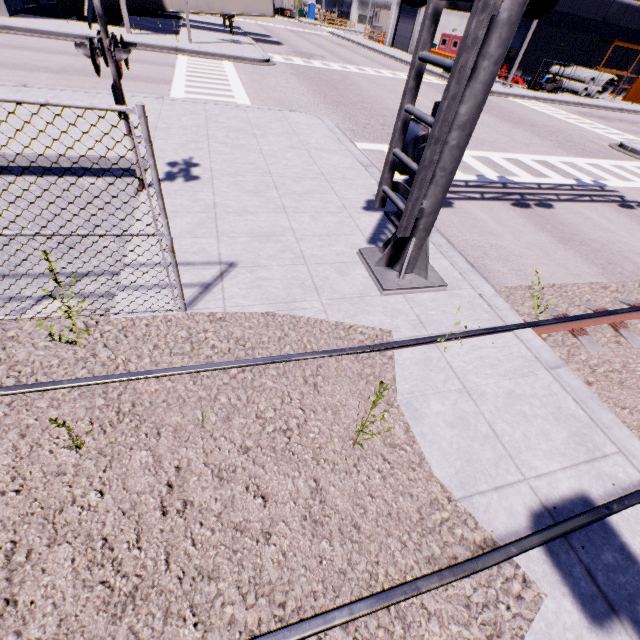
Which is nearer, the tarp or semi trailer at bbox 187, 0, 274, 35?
semi trailer at bbox 187, 0, 274, 35

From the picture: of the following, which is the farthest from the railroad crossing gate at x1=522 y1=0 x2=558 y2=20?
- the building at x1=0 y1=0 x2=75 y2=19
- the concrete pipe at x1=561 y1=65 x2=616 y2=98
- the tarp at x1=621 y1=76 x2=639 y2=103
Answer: the concrete pipe at x1=561 y1=65 x2=616 y2=98

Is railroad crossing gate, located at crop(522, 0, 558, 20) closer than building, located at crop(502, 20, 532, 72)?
Yes

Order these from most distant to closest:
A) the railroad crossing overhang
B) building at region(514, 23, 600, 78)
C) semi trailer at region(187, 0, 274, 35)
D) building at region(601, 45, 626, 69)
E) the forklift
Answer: building at region(601, 45, 626, 69), building at region(514, 23, 600, 78), the forklift, semi trailer at region(187, 0, 274, 35), the railroad crossing overhang

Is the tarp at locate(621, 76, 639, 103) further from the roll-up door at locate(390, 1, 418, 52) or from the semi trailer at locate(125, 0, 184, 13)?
the roll-up door at locate(390, 1, 418, 52)

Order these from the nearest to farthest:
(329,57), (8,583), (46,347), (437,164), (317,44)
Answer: (8,583) < (46,347) < (437,164) < (329,57) < (317,44)

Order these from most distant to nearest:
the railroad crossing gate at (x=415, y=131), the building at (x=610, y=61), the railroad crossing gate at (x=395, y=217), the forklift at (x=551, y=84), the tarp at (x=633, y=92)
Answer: the building at (x=610, y=61), the tarp at (x=633, y=92), the forklift at (x=551, y=84), the railroad crossing gate at (x=395, y=217), the railroad crossing gate at (x=415, y=131)

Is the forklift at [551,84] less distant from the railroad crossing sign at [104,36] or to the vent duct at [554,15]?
the vent duct at [554,15]
